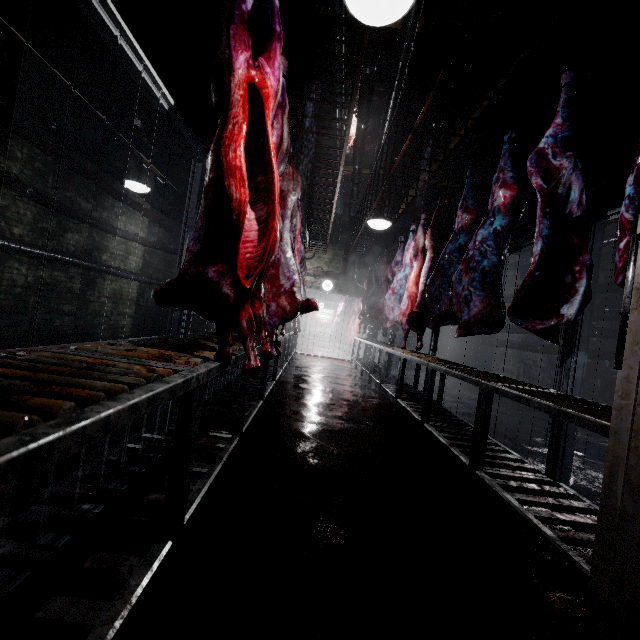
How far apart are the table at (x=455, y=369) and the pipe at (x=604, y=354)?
2.95m

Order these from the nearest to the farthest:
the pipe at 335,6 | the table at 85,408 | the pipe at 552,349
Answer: the table at 85,408, the pipe at 335,6, the pipe at 552,349

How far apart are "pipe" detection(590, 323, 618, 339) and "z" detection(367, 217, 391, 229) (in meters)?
3.98

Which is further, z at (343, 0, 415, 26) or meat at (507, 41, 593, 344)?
meat at (507, 41, 593, 344)

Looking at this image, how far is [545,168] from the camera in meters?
2.0 m

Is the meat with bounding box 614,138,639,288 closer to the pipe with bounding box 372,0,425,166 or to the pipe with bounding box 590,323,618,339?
the pipe with bounding box 372,0,425,166

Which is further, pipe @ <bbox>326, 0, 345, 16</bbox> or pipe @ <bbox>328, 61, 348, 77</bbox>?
pipe @ <bbox>328, 61, 348, 77</bbox>

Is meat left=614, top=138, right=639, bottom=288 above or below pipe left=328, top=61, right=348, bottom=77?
below
